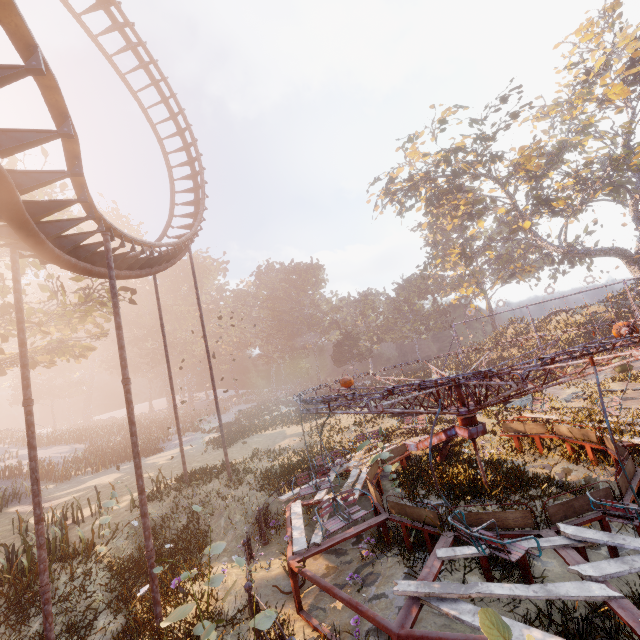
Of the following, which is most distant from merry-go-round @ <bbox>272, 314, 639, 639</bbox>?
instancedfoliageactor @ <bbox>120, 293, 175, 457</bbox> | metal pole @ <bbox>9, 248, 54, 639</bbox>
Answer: instancedfoliageactor @ <bbox>120, 293, 175, 457</bbox>

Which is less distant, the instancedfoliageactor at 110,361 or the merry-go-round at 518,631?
the merry-go-round at 518,631

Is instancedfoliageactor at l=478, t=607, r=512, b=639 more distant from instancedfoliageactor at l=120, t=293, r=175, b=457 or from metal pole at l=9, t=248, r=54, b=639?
instancedfoliageactor at l=120, t=293, r=175, b=457

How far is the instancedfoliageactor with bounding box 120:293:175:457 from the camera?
33.3 meters

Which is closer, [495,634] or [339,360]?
[495,634]

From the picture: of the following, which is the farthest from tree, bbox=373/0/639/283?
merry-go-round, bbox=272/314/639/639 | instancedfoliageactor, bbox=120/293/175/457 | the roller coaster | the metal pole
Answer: the metal pole

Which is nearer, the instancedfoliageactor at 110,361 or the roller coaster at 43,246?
the roller coaster at 43,246

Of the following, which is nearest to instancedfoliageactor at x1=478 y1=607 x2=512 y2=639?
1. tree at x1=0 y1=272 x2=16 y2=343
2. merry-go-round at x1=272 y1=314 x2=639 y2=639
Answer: merry-go-round at x1=272 y1=314 x2=639 y2=639
